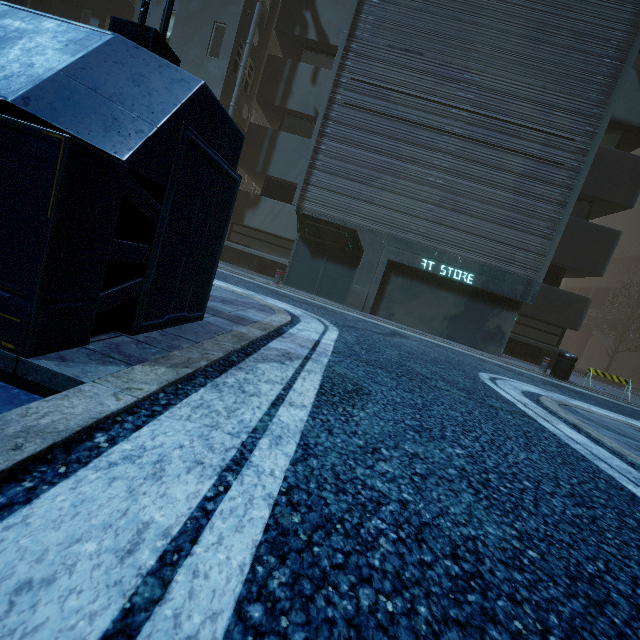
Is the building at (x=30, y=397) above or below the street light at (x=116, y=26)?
below

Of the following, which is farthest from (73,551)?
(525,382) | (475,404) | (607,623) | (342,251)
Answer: (342,251)

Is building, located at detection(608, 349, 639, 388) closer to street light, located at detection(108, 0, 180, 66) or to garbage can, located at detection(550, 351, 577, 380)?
street light, located at detection(108, 0, 180, 66)

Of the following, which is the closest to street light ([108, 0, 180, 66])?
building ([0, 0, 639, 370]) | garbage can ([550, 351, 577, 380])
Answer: building ([0, 0, 639, 370])

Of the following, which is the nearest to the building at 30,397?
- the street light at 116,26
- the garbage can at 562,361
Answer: the street light at 116,26

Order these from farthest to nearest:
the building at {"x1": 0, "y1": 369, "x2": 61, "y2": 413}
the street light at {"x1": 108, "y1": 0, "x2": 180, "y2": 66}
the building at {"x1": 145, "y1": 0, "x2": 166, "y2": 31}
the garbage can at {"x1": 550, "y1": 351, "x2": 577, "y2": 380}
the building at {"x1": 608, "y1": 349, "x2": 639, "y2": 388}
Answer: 1. the building at {"x1": 608, "y1": 349, "x2": 639, "y2": 388}
2. the building at {"x1": 145, "y1": 0, "x2": 166, "y2": 31}
3. the garbage can at {"x1": 550, "y1": 351, "x2": 577, "y2": 380}
4. the street light at {"x1": 108, "y1": 0, "x2": 180, "y2": 66}
5. the building at {"x1": 0, "y1": 369, "x2": 61, "y2": 413}

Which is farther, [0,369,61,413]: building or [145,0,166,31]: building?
[145,0,166,31]: building
